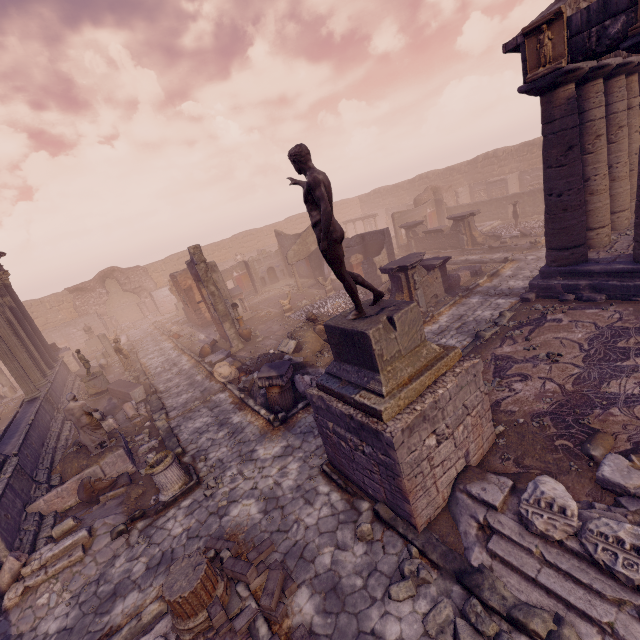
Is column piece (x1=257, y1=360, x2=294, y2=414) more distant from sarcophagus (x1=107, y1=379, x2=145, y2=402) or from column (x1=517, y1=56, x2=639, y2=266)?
column (x1=517, y1=56, x2=639, y2=266)

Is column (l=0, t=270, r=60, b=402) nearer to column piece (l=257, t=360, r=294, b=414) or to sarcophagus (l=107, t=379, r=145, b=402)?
sarcophagus (l=107, t=379, r=145, b=402)

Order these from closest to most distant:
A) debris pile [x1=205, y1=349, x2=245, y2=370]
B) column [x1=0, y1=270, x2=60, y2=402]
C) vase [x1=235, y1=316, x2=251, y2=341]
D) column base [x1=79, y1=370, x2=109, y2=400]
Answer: column [x1=0, y1=270, x2=60, y2=402], debris pile [x1=205, y1=349, x2=245, y2=370], column base [x1=79, y1=370, x2=109, y2=400], vase [x1=235, y1=316, x2=251, y2=341]

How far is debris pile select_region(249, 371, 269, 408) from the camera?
10.1m

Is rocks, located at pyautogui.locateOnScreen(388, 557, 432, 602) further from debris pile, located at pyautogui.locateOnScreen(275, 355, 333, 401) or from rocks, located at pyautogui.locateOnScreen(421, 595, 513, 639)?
debris pile, located at pyautogui.locateOnScreen(275, 355, 333, 401)

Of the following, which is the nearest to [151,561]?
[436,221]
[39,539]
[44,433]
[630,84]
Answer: [39,539]

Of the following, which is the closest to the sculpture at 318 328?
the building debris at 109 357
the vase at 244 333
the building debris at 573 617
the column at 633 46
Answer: the vase at 244 333

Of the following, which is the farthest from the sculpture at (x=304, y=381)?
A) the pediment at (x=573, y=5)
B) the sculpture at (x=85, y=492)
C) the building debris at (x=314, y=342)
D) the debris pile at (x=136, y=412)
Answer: the pediment at (x=573, y=5)
